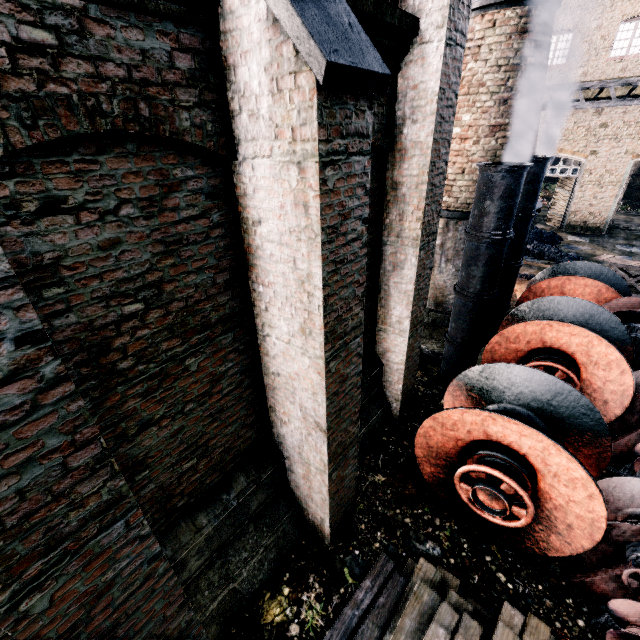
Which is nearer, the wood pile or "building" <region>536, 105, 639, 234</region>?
the wood pile

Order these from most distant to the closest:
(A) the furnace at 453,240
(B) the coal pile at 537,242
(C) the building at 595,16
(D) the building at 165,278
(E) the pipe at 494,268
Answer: (C) the building at 595,16, (B) the coal pile at 537,242, (A) the furnace at 453,240, (E) the pipe at 494,268, (D) the building at 165,278

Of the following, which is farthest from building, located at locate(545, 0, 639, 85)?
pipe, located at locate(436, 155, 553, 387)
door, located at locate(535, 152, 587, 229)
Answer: pipe, located at locate(436, 155, 553, 387)

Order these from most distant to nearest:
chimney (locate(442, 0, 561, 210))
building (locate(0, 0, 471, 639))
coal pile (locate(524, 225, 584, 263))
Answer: coal pile (locate(524, 225, 584, 263))
chimney (locate(442, 0, 561, 210))
building (locate(0, 0, 471, 639))

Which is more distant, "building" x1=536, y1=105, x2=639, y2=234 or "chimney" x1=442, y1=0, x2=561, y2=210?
"building" x1=536, y1=105, x2=639, y2=234

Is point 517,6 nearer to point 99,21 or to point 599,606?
point 99,21

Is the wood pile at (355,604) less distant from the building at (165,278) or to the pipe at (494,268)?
the building at (165,278)

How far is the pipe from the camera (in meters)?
6.87
